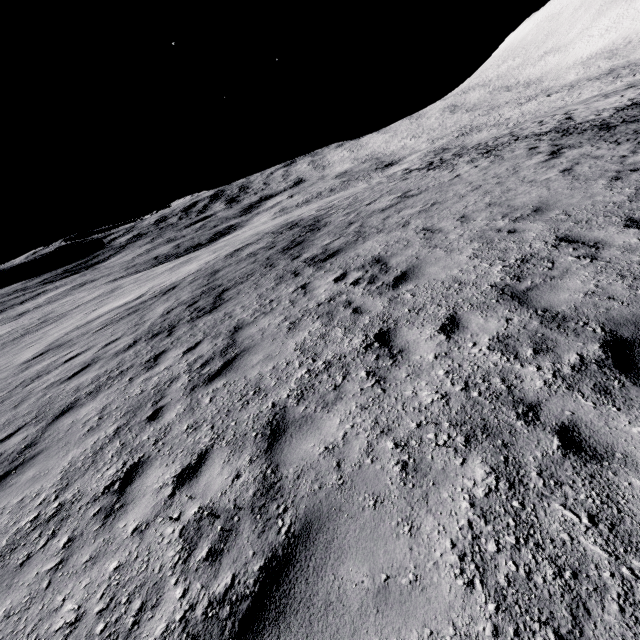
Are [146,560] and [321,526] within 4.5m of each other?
yes
